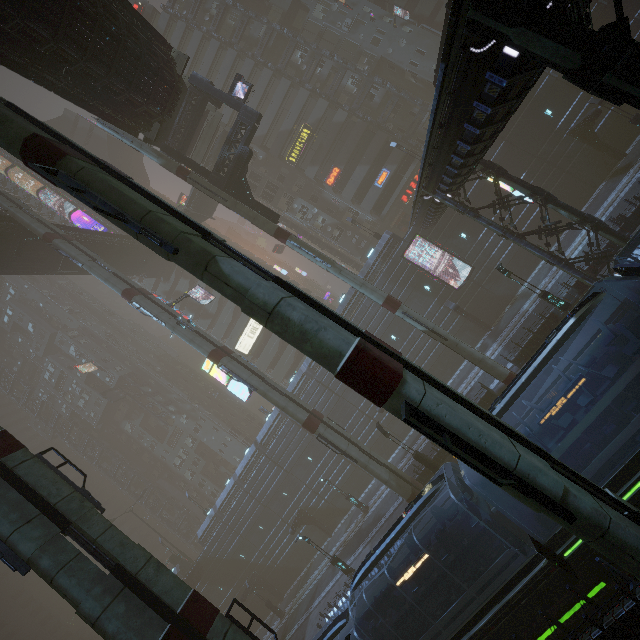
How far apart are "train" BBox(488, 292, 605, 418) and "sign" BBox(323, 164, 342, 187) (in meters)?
37.40

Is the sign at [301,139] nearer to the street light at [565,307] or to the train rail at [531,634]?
the street light at [565,307]

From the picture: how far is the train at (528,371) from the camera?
9.8 meters

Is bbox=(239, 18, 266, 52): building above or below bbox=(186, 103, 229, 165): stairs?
above

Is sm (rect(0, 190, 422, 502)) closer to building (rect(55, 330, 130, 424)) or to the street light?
building (rect(55, 330, 130, 424))

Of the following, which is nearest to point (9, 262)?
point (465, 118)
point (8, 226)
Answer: point (8, 226)

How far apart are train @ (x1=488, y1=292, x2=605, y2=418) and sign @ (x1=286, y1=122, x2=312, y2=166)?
40.7m

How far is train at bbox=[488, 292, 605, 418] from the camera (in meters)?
9.77
